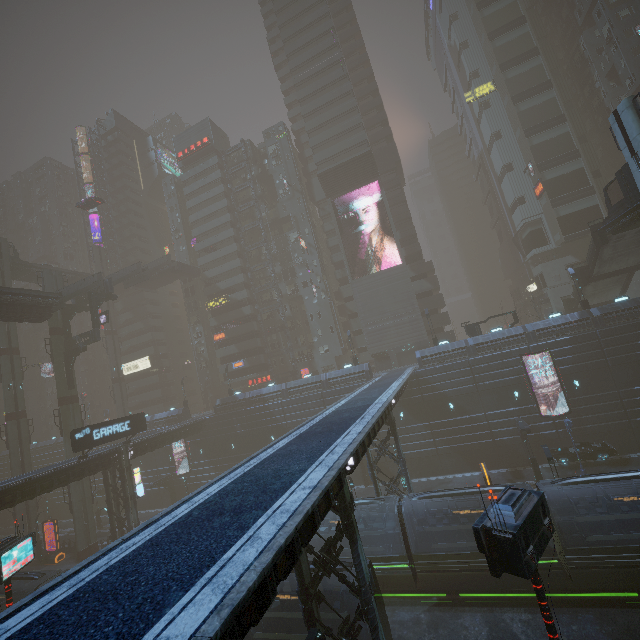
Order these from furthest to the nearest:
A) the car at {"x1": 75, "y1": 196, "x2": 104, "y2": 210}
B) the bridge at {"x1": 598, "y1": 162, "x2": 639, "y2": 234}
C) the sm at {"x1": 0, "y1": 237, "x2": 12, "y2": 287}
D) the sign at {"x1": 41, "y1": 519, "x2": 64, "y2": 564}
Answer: the car at {"x1": 75, "y1": 196, "x2": 104, "y2": 210} < the sm at {"x1": 0, "y1": 237, "x2": 12, "y2": 287} < the sign at {"x1": 41, "y1": 519, "x2": 64, "y2": 564} < the bridge at {"x1": 598, "y1": 162, "x2": 639, "y2": 234}

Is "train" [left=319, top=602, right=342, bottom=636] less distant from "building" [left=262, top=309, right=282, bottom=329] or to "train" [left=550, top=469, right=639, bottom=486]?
"building" [left=262, top=309, right=282, bottom=329]

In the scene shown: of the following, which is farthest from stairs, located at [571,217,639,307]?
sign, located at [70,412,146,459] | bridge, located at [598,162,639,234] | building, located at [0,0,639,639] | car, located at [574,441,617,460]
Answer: sign, located at [70,412,146,459]

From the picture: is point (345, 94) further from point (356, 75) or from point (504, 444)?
point (504, 444)

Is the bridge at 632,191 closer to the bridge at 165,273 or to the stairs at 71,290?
the stairs at 71,290

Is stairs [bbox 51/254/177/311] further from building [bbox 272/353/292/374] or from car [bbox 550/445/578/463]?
car [bbox 550/445/578/463]

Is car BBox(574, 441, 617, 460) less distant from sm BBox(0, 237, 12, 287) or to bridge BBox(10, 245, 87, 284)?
sm BBox(0, 237, 12, 287)

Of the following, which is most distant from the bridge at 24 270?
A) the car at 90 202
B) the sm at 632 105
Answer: the sm at 632 105
